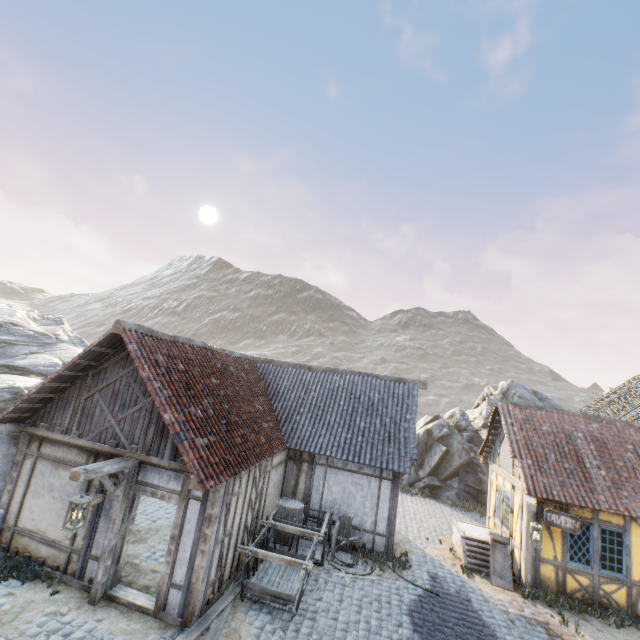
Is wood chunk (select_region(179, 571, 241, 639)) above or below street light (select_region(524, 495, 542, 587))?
below

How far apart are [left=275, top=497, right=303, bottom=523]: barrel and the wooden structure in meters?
4.8 m

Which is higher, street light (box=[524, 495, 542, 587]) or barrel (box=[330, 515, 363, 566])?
street light (box=[524, 495, 542, 587])

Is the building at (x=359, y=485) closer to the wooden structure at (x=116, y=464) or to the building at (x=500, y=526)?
the wooden structure at (x=116, y=464)

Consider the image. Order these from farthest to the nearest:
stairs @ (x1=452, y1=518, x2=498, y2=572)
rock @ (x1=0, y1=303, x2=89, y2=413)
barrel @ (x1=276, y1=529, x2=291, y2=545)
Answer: rock @ (x1=0, y1=303, x2=89, y2=413) < stairs @ (x1=452, y1=518, x2=498, y2=572) < barrel @ (x1=276, y1=529, x2=291, y2=545)

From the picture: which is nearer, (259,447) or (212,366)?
(259,447)

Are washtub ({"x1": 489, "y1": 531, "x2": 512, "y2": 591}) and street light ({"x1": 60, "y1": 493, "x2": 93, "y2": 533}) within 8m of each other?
no

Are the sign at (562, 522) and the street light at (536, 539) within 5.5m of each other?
yes
